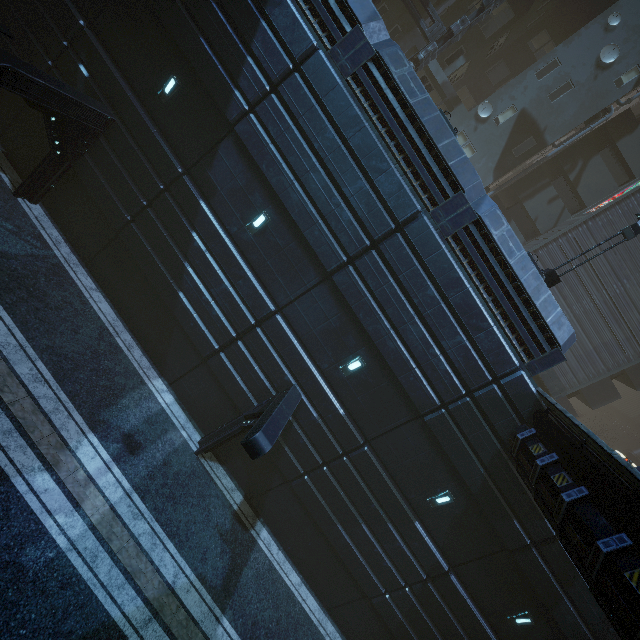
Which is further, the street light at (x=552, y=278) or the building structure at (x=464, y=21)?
the building structure at (x=464, y=21)

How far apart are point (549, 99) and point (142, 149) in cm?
2265

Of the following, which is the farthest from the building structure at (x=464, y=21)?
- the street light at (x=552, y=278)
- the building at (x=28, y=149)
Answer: the street light at (x=552, y=278)

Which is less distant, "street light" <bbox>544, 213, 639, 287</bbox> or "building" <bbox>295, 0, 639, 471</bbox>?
"building" <bbox>295, 0, 639, 471</bbox>

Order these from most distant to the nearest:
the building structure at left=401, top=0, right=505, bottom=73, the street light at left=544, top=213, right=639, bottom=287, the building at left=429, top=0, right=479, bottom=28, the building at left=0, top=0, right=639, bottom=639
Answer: the building at left=429, top=0, right=479, bottom=28
the building structure at left=401, top=0, right=505, bottom=73
the street light at left=544, top=213, right=639, bottom=287
the building at left=0, top=0, right=639, bottom=639

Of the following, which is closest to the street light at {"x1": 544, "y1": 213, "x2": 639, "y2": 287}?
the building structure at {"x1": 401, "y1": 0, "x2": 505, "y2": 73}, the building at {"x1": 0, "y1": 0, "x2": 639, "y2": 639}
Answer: the building at {"x1": 0, "y1": 0, "x2": 639, "y2": 639}

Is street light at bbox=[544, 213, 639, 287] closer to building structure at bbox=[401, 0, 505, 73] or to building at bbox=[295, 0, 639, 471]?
building at bbox=[295, 0, 639, 471]
